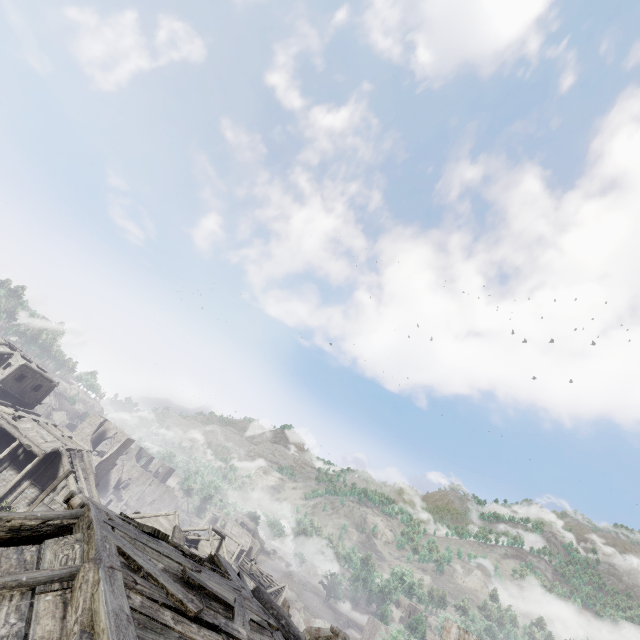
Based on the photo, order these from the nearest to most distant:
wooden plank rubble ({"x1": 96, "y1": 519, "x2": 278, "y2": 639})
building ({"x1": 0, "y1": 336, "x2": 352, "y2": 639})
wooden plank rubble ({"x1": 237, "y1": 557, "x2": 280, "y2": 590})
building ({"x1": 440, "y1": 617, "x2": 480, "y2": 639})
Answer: building ({"x1": 0, "y1": 336, "x2": 352, "y2": 639})
wooden plank rubble ({"x1": 96, "y1": 519, "x2": 278, "y2": 639})
building ({"x1": 440, "y1": 617, "x2": 480, "y2": 639})
wooden plank rubble ({"x1": 237, "y1": 557, "x2": 280, "y2": 590})

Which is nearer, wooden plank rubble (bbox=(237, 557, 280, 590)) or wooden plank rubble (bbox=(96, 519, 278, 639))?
wooden plank rubble (bbox=(96, 519, 278, 639))

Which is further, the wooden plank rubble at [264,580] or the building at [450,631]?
the wooden plank rubble at [264,580]

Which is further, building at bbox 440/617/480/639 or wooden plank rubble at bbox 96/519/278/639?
building at bbox 440/617/480/639

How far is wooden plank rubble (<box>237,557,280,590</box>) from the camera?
50.78m

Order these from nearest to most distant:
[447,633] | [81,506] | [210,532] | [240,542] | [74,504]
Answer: [81,506], [74,504], [447,633], [210,532], [240,542]

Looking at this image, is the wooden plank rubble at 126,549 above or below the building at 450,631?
below

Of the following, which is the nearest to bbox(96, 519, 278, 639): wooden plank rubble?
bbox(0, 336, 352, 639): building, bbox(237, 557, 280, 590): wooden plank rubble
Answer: bbox(0, 336, 352, 639): building
